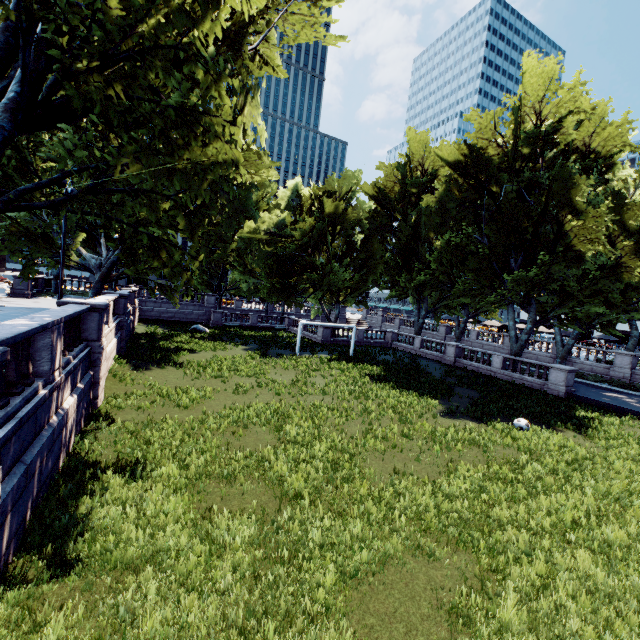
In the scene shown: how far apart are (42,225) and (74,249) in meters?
3.7
